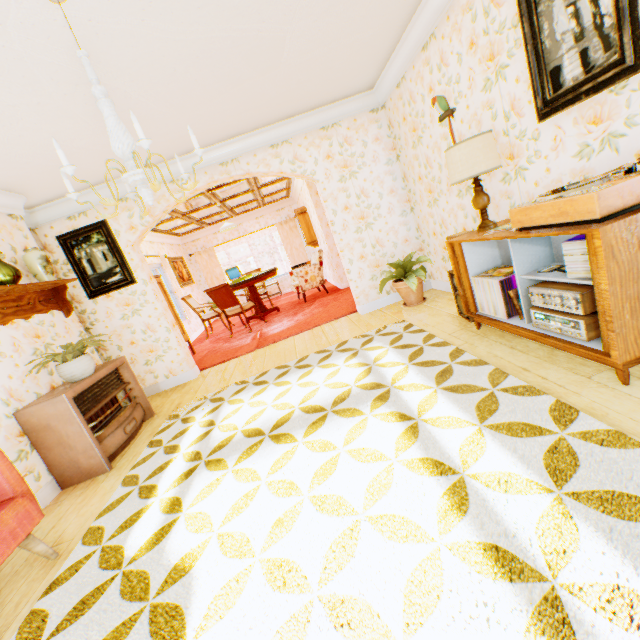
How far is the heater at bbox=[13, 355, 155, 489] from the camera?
3.0m

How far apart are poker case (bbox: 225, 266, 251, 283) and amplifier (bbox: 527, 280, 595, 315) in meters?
7.0 m

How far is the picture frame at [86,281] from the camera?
4.7m

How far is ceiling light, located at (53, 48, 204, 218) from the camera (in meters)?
1.71

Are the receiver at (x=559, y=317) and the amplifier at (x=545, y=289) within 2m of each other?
yes

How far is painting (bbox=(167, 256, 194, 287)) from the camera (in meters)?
9.68

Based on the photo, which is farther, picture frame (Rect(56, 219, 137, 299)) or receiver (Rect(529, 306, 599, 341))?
picture frame (Rect(56, 219, 137, 299))

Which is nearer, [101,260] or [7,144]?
[7,144]
